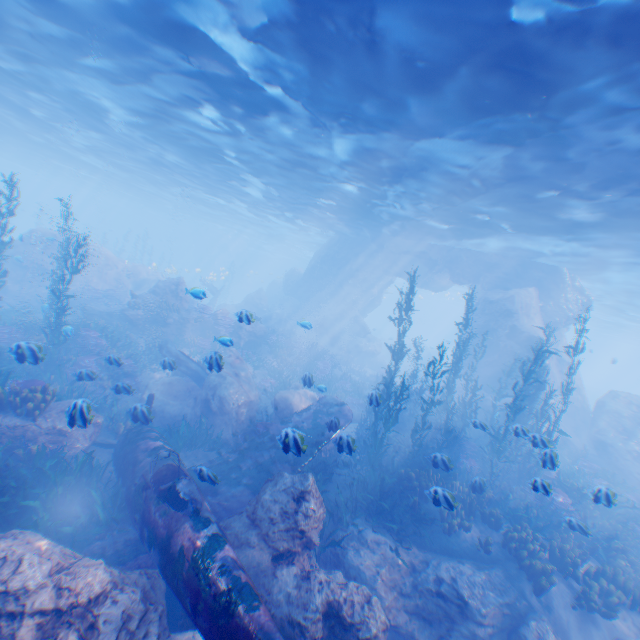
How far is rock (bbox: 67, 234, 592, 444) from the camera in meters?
13.4

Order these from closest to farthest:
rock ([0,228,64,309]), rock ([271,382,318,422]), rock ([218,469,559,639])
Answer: rock ([218,469,559,639]) < rock ([271,382,318,422]) < rock ([0,228,64,309])

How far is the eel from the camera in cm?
1516

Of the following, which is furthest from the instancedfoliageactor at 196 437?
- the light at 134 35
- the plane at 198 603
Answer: the light at 134 35

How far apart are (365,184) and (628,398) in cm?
2212

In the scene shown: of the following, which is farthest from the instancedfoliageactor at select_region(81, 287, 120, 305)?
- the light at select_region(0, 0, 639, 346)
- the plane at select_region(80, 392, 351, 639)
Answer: the light at select_region(0, 0, 639, 346)

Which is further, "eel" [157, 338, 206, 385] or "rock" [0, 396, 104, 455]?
"eel" [157, 338, 206, 385]
